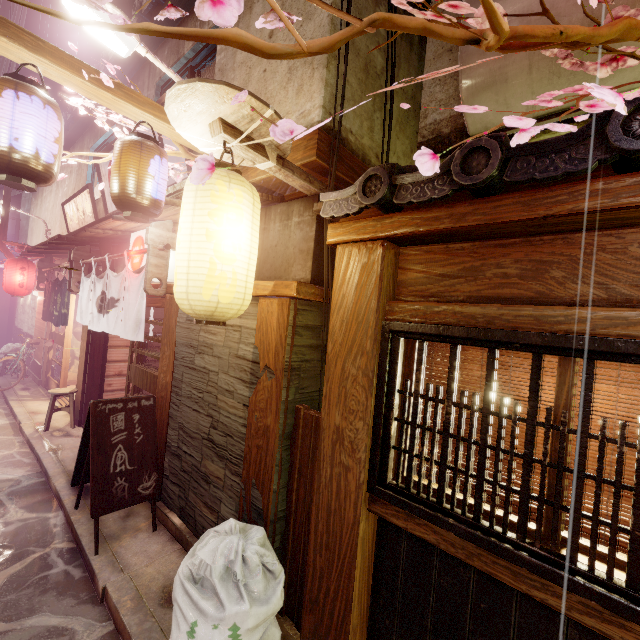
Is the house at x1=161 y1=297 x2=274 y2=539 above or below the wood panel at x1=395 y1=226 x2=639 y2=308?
below

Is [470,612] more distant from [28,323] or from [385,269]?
[28,323]

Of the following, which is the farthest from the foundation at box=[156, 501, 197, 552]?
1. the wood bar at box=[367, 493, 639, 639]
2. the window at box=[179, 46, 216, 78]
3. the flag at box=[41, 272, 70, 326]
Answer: the window at box=[179, 46, 216, 78]

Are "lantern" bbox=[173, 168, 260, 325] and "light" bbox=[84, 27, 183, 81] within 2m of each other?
no

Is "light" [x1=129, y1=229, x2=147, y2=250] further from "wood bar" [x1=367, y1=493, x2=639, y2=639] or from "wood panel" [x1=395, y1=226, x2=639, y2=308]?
"wood bar" [x1=367, y1=493, x2=639, y2=639]

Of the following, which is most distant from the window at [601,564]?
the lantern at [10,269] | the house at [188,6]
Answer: the lantern at [10,269]

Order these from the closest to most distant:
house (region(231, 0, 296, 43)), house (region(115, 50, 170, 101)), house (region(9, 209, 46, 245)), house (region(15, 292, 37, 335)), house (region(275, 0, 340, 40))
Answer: house (region(275, 0, 340, 40)), house (region(231, 0, 296, 43)), house (region(115, 50, 170, 101)), house (region(15, 292, 37, 335)), house (region(9, 209, 46, 245))

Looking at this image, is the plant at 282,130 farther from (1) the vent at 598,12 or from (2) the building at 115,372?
(2) the building at 115,372
